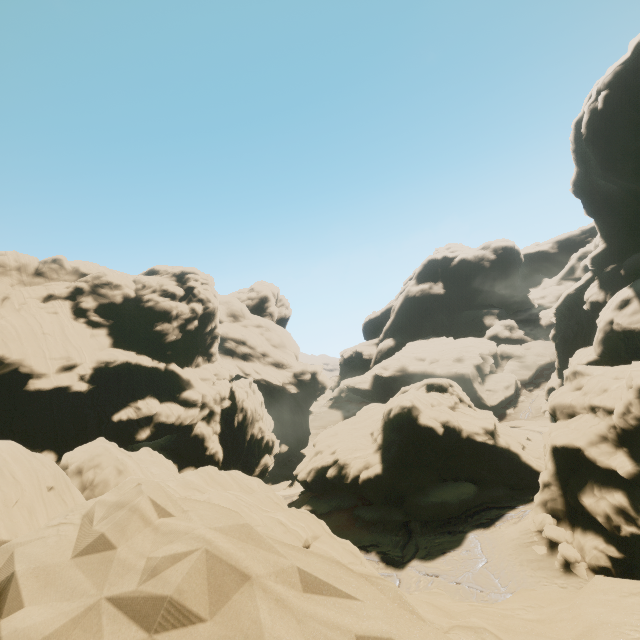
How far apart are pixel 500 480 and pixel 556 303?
32.86m
